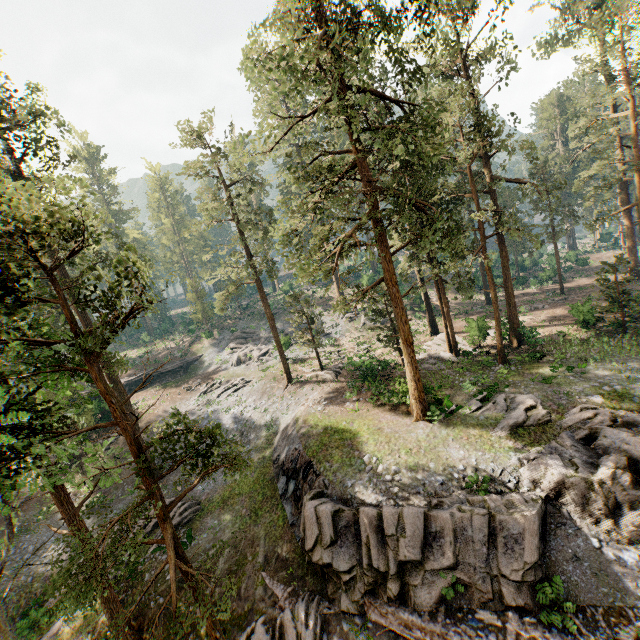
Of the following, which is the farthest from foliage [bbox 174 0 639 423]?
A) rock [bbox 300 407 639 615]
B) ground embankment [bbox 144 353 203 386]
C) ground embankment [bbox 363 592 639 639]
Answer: ground embankment [bbox 144 353 203 386]

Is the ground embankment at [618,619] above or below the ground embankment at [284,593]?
above

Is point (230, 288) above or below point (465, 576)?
above

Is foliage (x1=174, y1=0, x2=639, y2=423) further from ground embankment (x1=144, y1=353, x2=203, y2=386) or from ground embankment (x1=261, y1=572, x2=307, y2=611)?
ground embankment (x1=144, y1=353, x2=203, y2=386)

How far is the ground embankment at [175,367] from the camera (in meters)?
44.12

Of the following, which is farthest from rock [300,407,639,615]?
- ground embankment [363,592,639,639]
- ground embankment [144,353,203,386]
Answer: ground embankment [144,353,203,386]

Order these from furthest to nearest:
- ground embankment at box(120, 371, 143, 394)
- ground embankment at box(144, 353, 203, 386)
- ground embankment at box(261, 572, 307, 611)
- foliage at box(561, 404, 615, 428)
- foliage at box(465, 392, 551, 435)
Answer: ground embankment at box(144, 353, 203, 386)
ground embankment at box(120, 371, 143, 394)
foliage at box(465, 392, 551, 435)
foliage at box(561, 404, 615, 428)
ground embankment at box(261, 572, 307, 611)
